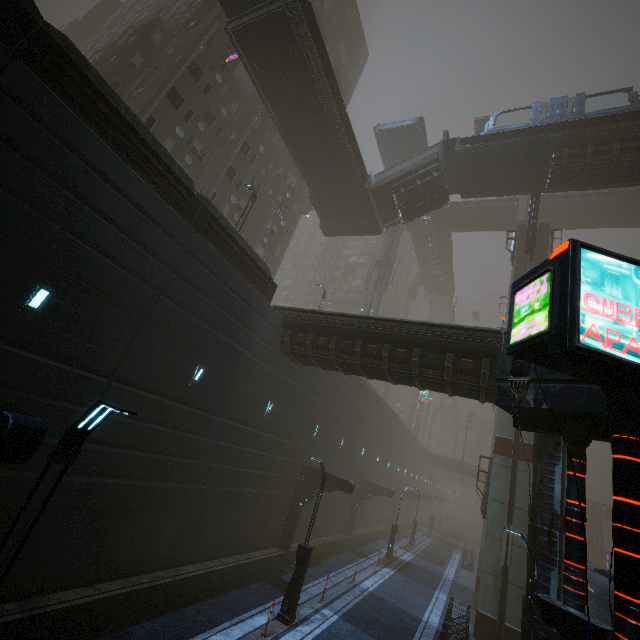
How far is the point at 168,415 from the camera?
11.9 meters

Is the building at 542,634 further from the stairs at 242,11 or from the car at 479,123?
the stairs at 242,11

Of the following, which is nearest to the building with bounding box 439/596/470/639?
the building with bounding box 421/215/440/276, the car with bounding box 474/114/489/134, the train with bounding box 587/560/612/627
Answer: the train with bounding box 587/560/612/627

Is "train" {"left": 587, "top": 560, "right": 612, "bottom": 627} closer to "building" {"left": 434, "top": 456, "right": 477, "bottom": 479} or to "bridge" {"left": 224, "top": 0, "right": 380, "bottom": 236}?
"building" {"left": 434, "top": 456, "right": 477, "bottom": 479}

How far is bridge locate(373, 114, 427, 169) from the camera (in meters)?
36.06

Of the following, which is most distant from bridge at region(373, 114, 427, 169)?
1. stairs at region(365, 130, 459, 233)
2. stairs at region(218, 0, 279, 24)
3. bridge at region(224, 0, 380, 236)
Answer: stairs at region(218, 0, 279, 24)

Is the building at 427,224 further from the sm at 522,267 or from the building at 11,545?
the building at 11,545

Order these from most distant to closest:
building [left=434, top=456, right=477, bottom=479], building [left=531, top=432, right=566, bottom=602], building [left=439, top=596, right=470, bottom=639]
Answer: building [left=434, top=456, right=477, bottom=479]
building [left=439, top=596, right=470, bottom=639]
building [left=531, top=432, right=566, bottom=602]
